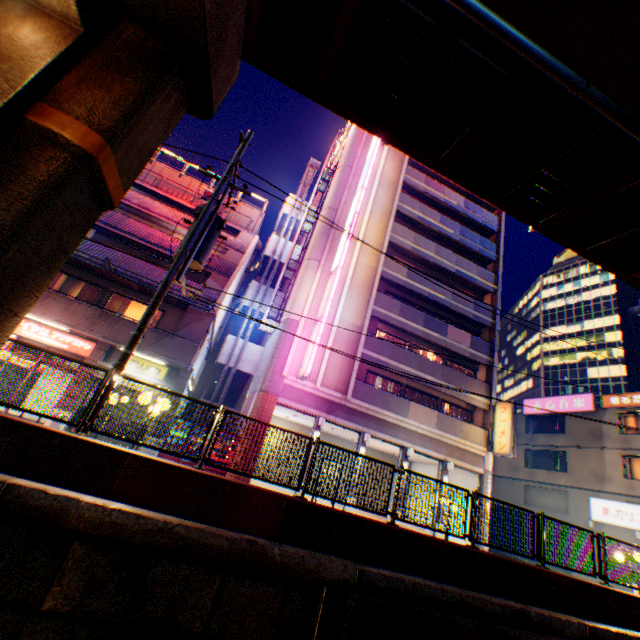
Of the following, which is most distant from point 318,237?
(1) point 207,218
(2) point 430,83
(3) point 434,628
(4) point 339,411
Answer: (3) point 434,628

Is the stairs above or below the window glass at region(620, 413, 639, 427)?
below

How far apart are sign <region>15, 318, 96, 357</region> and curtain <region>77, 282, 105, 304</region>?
1.4 meters

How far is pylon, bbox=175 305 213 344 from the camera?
15.98m

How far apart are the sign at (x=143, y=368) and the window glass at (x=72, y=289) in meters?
3.4 m

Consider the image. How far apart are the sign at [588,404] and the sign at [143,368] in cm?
3041

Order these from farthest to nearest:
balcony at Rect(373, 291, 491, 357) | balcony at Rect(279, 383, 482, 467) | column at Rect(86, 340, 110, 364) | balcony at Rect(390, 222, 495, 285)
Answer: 1. balcony at Rect(390, 222, 495, 285)
2. balcony at Rect(373, 291, 491, 357)
3. balcony at Rect(279, 383, 482, 467)
4. column at Rect(86, 340, 110, 364)

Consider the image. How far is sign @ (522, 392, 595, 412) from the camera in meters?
25.5 m
